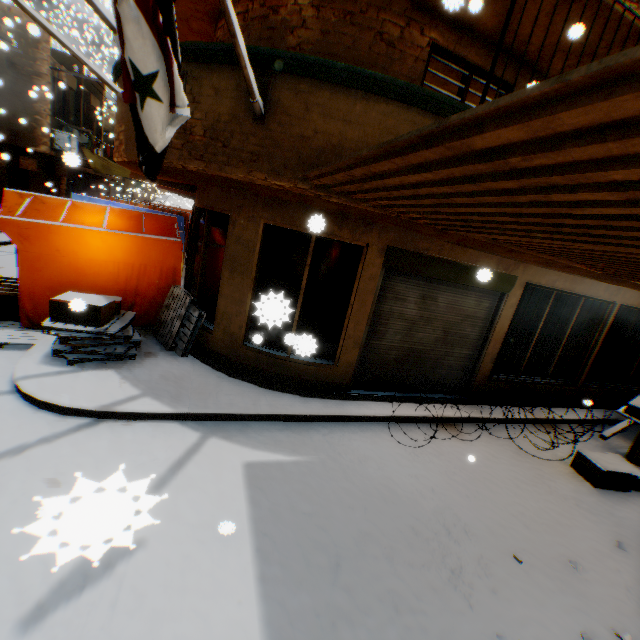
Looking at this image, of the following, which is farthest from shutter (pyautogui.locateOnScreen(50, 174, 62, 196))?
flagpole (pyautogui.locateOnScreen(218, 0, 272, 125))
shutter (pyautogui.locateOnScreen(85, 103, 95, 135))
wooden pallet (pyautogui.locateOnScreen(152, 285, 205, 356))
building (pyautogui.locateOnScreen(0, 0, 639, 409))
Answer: flagpole (pyautogui.locateOnScreen(218, 0, 272, 125))

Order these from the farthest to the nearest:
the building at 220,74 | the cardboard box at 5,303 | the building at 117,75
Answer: the cardboard box at 5,303 < the building at 117,75 < the building at 220,74

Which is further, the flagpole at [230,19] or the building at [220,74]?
the flagpole at [230,19]

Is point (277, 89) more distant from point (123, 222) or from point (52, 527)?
point (123, 222)

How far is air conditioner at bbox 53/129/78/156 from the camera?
14.6 meters

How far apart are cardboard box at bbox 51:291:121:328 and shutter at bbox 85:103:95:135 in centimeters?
1773cm

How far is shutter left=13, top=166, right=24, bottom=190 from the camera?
14.8m

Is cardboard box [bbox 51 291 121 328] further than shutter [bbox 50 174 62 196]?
No
